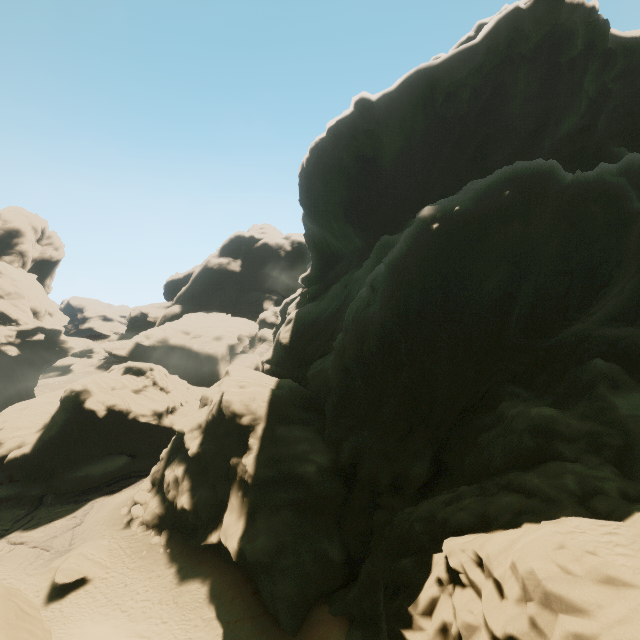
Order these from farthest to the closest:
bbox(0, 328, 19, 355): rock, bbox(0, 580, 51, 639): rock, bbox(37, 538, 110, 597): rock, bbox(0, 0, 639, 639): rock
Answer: bbox(0, 328, 19, 355): rock
bbox(37, 538, 110, 597): rock
bbox(0, 580, 51, 639): rock
bbox(0, 0, 639, 639): rock

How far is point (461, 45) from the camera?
36.6 meters

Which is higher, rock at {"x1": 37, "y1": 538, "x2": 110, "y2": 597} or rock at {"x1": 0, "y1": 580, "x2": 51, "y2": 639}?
rock at {"x1": 0, "y1": 580, "x2": 51, "y2": 639}

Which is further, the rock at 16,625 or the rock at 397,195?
the rock at 16,625

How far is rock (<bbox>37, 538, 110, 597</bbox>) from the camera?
22.8m

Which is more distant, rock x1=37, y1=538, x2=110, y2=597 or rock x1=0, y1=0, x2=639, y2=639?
rock x1=37, y1=538, x2=110, y2=597

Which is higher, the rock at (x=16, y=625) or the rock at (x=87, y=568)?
the rock at (x=16, y=625)
